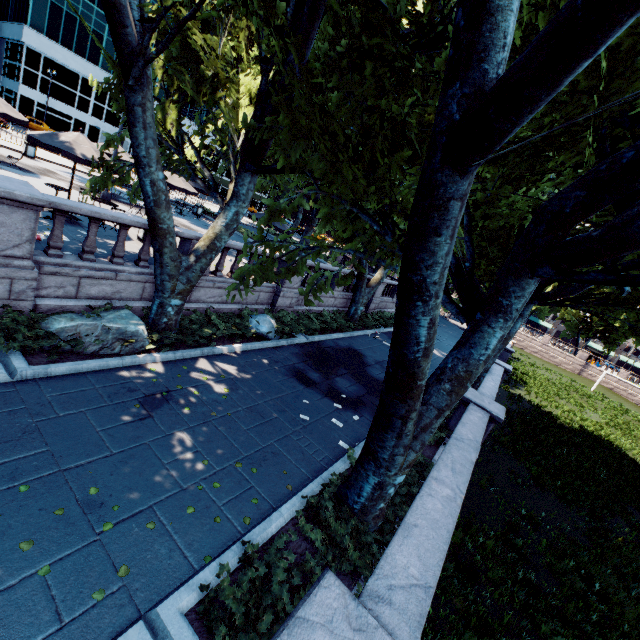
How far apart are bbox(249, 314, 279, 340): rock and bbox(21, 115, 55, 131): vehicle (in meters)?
44.38

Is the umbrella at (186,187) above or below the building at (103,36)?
below

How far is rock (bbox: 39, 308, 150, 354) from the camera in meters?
7.4 m

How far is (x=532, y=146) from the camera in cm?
662

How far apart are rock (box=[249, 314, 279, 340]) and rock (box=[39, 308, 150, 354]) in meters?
3.9

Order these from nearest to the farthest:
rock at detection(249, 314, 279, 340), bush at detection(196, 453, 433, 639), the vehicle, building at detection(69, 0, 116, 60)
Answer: bush at detection(196, 453, 433, 639) < rock at detection(249, 314, 279, 340) < the vehicle < building at detection(69, 0, 116, 60)

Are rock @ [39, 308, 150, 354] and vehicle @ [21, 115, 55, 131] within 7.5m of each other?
no

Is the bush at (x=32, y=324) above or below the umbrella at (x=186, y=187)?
below
